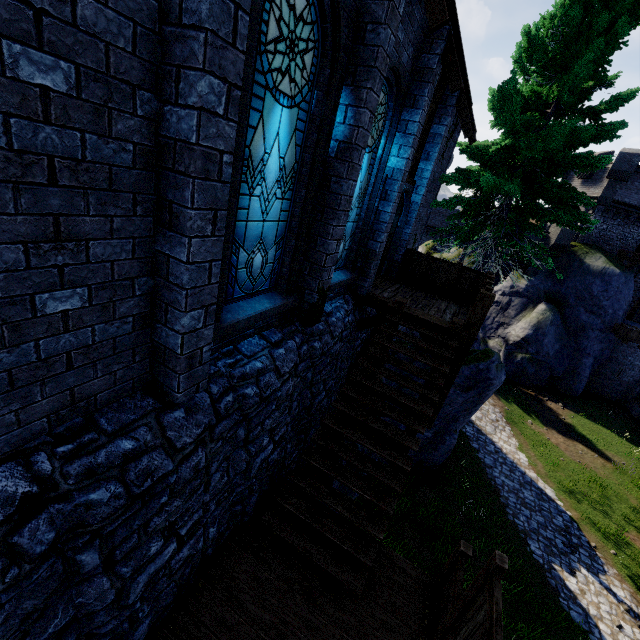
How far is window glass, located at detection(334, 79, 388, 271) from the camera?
6.24m

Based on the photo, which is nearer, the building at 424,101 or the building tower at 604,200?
the building at 424,101

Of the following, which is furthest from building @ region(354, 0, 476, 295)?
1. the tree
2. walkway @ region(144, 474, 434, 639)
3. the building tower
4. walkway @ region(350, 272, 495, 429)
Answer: the building tower

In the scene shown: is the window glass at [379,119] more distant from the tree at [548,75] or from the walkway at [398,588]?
the tree at [548,75]

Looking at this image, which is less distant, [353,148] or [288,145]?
[288,145]

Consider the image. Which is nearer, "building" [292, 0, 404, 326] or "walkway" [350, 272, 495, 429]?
"building" [292, 0, 404, 326]

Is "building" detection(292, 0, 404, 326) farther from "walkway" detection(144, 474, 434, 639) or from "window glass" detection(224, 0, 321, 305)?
"walkway" detection(144, 474, 434, 639)

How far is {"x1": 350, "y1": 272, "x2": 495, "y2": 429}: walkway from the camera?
7.5 meters
